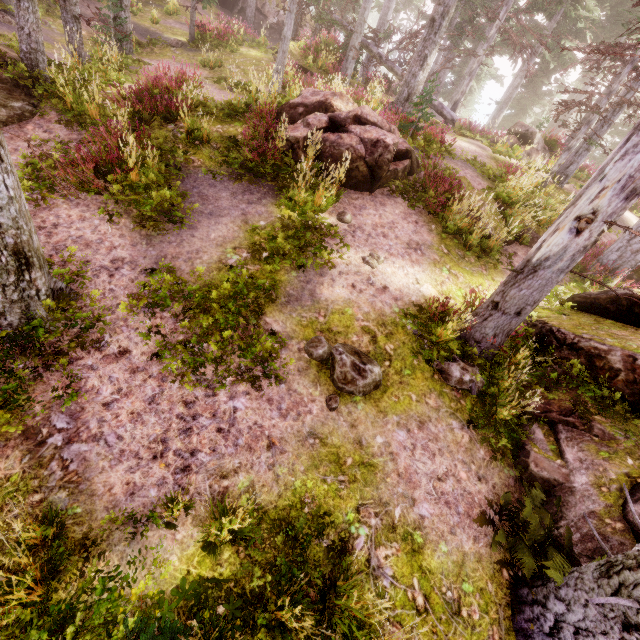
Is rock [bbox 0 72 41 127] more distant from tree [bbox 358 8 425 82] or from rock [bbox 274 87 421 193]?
tree [bbox 358 8 425 82]

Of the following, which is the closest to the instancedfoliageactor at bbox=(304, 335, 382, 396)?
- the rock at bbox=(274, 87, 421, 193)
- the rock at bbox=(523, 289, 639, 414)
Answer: the rock at bbox=(523, 289, 639, 414)

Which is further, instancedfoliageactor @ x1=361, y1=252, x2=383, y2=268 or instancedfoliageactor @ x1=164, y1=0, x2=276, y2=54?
instancedfoliageactor @ x1=164, y1=0, x2=276, y2=54

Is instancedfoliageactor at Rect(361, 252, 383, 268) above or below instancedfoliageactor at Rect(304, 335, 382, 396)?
above

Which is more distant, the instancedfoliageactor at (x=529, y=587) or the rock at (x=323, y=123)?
the rock at (x=323, y=123)

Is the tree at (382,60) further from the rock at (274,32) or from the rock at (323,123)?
the rock at (323,123)

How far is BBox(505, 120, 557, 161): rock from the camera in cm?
1641

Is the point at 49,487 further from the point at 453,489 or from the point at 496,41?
the point at 496,41
